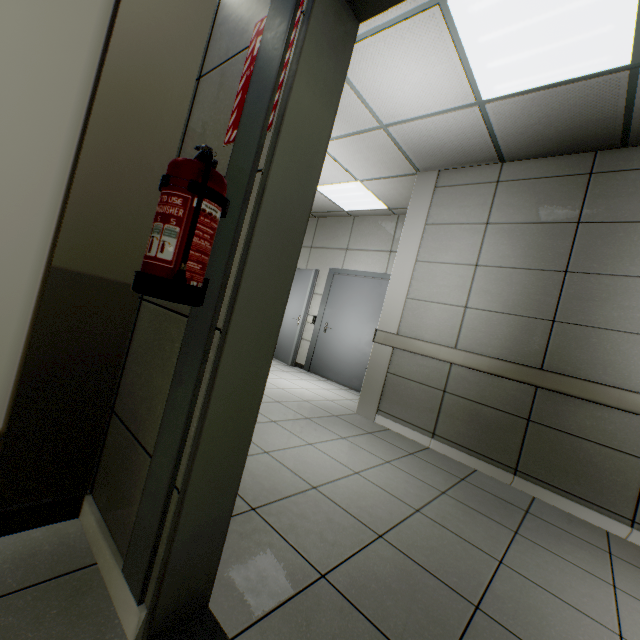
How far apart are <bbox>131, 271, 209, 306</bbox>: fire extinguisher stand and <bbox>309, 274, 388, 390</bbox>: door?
4.87m

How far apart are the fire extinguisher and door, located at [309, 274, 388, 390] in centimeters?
488cm

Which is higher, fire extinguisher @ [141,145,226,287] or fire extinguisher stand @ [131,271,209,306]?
fire extinguisher @ [141,145,226,287]

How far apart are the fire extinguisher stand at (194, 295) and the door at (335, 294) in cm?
487

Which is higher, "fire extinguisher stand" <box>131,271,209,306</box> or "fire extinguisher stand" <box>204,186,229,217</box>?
"fire extinguisher stand" <box>204,186,229,217</box>

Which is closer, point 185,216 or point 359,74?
point 185,216

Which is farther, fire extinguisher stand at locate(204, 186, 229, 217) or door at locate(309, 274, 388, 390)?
door at locate(309, 274, 388, 390)

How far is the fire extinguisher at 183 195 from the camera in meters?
0.9 m
